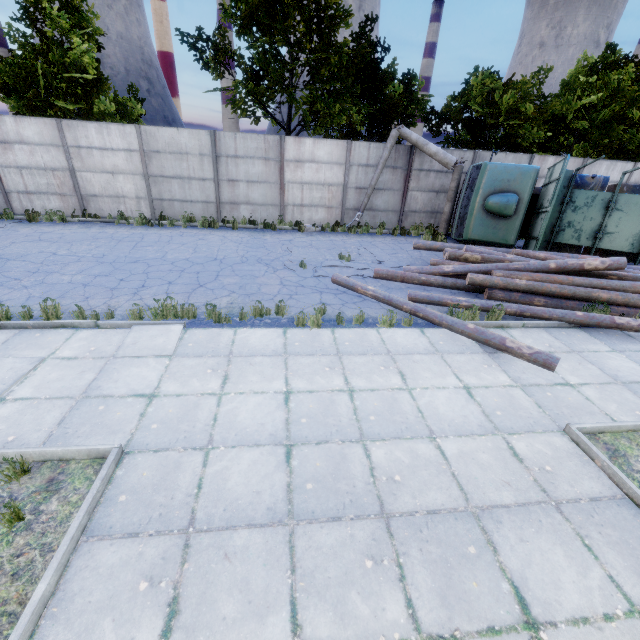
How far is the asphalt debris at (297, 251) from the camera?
10.0 meters

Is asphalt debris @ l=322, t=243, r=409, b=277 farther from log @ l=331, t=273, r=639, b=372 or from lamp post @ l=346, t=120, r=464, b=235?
lamp post @ l=346, t=120, r=464, b=235

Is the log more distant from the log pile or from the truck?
the truck

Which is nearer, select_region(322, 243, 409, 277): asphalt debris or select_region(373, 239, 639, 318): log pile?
select_region(373, 239, 639, 318): log pile

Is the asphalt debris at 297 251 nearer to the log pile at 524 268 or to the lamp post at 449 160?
the log pile at 524 268

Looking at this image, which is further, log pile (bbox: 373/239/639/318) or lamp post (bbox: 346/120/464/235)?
lamp post (bbox: 346/120/464/235)

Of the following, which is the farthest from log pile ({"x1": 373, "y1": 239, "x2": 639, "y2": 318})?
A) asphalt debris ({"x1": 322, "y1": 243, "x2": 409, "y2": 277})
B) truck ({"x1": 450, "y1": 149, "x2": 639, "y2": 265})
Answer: truck ({"x1": 450, "y1": 149, "x2": 639, "y2": 265})

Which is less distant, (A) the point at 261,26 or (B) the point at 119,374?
(B) the point at 119,374
